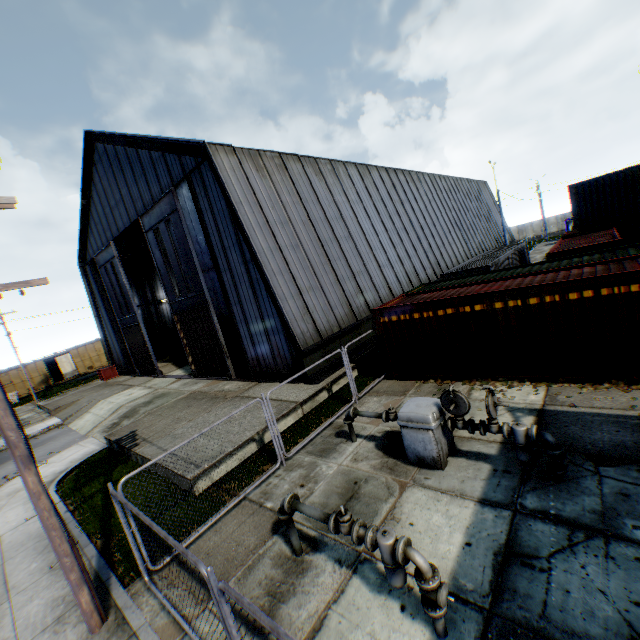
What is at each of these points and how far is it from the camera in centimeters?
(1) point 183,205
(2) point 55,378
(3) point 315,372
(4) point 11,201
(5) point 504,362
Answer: (1) hanging door, 1634cm
(2) train, 4025cm
(3) building, 1377cm
(4) electric pole, 527cm
(5) storage container, 1012cm

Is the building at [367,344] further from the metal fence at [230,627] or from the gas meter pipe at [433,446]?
the gas meter pipe at [433,446]

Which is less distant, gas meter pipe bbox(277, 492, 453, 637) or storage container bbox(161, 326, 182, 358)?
gas meter pipe bbox(277, 492, 453, 637)

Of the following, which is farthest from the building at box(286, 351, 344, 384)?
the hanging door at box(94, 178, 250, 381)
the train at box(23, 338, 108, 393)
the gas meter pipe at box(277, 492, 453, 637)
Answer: the train at box(23, 338, 108, 393)

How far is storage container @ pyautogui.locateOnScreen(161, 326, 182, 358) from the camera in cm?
3064

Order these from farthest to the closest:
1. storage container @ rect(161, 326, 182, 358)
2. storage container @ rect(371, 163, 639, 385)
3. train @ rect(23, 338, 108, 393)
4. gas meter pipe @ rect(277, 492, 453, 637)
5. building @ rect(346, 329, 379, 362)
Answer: train @ rect(23, 338, 108, 393)
storage container @ rect(161, 326, 182, 358)
building @ rect(346, 329, 379, 362)
storage container @ rect(371, 163, 639, 385)
gas meter pipe @ rect(277, 492, 453, 637)

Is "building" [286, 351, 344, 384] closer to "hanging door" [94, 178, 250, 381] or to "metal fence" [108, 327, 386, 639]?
"hanging door" [94, 178, 250, 381]

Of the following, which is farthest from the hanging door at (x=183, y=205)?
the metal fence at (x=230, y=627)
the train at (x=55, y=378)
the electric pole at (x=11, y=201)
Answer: the train at (x=55, y=378)
